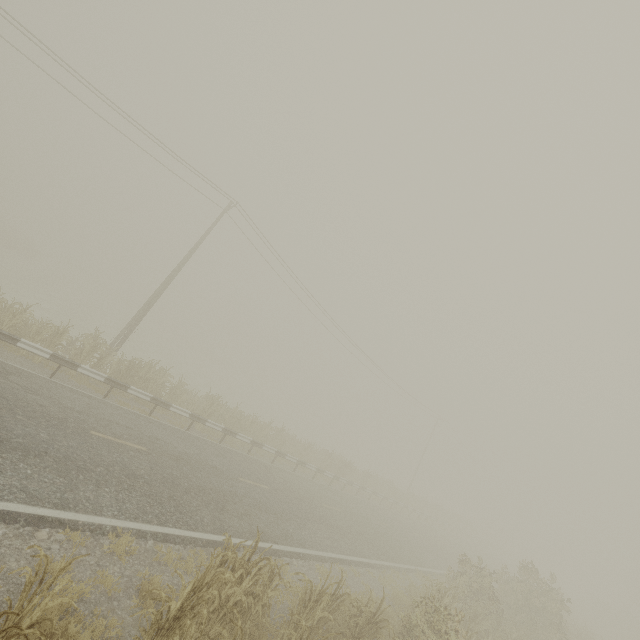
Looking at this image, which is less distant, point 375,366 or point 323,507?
point 323,507

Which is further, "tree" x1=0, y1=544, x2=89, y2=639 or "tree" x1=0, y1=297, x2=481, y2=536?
"tree" x1=0, y1=297, x2=481, y2=536

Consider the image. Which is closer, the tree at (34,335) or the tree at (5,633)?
the tree at (5,633)
